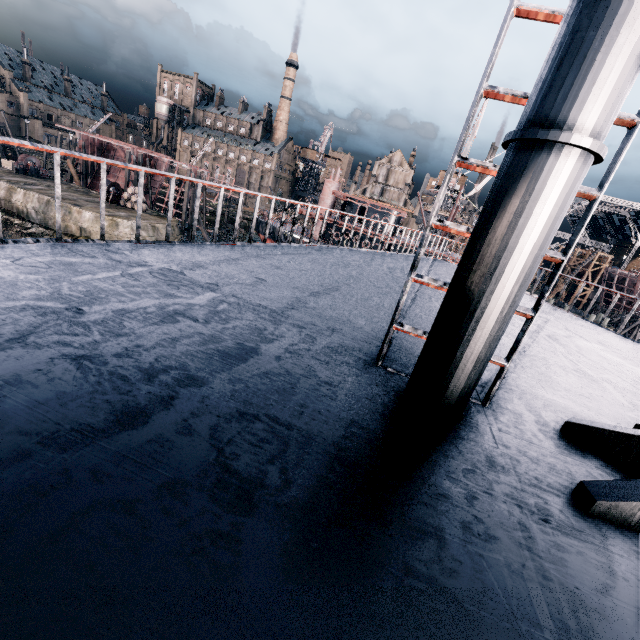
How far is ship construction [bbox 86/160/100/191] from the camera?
52.37m

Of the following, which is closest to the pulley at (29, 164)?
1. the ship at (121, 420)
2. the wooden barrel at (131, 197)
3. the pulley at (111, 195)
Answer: the pulley at (111, 195)

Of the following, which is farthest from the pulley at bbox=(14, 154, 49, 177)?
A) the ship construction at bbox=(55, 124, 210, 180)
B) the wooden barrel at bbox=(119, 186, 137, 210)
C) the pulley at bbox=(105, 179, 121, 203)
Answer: the wooden barrel at bbox=(119, 186, 137, 210)

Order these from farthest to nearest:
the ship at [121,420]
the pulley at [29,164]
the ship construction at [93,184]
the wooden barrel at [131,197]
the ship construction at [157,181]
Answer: the ship construction at [93,184], the ship construction at [157,181], the pulley at [29,164], the wooden barrel at [131,197], the ship at [121,420]

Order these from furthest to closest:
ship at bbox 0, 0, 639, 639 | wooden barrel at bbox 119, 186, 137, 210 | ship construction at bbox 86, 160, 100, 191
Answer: ship construction at bbox 86, 160, 100, 191
wooden barrel at bbox 119, 186, 137, 210
ship at bbox 0, 0, 639, 639

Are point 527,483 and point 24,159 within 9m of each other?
no

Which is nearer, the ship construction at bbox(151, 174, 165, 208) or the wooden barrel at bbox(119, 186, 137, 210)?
the wooden barrel at bbox(119, 186, 137, 210)
